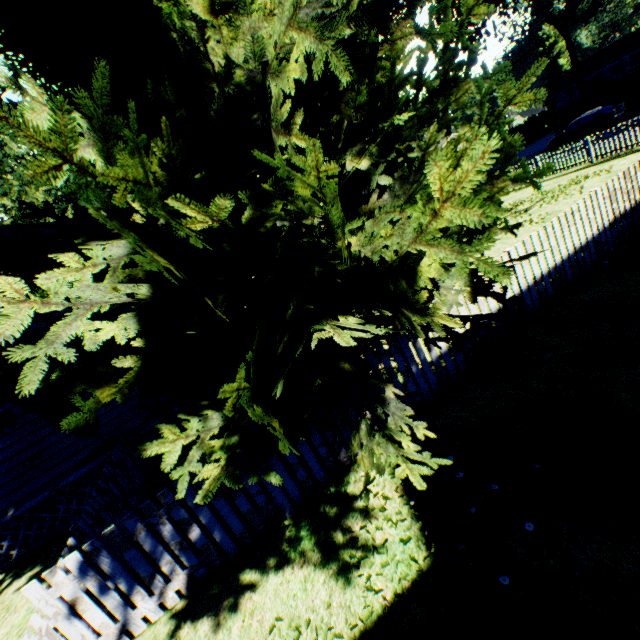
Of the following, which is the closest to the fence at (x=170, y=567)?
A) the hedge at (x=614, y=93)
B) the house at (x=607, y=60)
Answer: the hedge at (x=614, y=93)

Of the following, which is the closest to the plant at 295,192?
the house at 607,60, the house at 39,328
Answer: the house at 39,328

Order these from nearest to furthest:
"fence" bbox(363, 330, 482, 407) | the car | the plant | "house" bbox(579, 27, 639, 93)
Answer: the plant < "fence" bbox(363, 330, 482, 407) < the car < "house" bbox(579, 27, 639, 93)

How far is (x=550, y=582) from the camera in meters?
2.7 m

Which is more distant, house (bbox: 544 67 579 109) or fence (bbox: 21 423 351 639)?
house (bbox: 544 67 579 109)

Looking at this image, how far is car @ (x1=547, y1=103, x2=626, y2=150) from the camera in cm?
2322

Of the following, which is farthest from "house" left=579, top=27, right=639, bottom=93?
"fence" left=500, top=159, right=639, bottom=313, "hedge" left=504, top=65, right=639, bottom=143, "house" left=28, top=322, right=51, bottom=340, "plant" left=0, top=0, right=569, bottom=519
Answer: "house" left=28, top=322, right=51, bottom=340

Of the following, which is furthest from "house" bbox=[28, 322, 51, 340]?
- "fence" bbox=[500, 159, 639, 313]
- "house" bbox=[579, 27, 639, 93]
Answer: "house" bbox=[579, 27, 639, 93]
